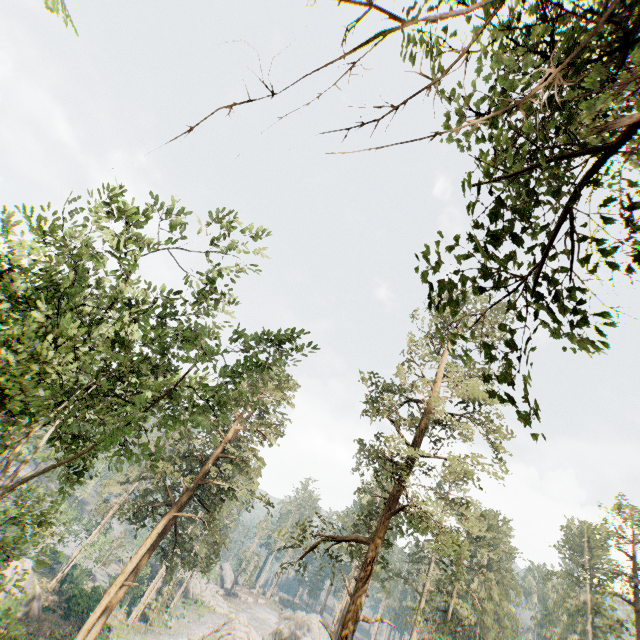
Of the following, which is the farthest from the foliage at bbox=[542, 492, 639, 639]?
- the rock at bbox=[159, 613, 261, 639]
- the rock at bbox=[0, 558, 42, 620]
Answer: the rock at bbox=[159, 613, 261, 639]

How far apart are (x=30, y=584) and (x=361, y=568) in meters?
39.4 m

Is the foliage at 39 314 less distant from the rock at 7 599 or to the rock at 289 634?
the rock at 7 599

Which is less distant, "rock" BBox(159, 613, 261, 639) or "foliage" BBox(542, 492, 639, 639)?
"foliage" BBox(542, 492, 639, 639)

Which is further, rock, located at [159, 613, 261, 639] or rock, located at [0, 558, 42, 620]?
rock, located at [159, 613, 261, 639]

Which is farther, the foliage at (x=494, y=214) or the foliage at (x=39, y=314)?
the foliage at (x=39, y=314)

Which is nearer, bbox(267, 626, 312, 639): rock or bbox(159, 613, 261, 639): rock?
bbox(159, 613, 261, 639): rock
